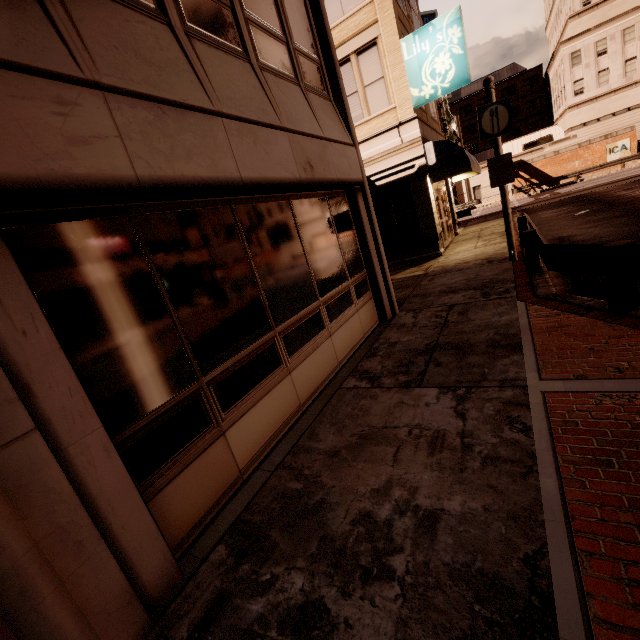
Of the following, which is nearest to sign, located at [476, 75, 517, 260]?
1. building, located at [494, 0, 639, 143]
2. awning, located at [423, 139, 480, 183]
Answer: awning, located at [423, 139, 480, 183]

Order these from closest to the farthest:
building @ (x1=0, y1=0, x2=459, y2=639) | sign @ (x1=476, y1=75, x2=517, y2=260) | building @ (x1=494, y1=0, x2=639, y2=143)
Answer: building @ (x1=0, y1=0, x2=459, y2=639), sign @ (x1=476, y1=75, x2=517, y2=260), building @ (x1=494, y1=0, x2=639, y2=143)

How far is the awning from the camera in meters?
11.9

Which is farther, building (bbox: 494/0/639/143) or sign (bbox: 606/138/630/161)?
building (bbox: 494/0/639/143)

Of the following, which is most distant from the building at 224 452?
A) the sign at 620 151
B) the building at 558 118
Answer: the building at 558 118

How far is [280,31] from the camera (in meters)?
5.13

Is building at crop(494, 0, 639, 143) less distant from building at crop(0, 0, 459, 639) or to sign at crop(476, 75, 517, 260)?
building at crop(0, 0, 459, 639)

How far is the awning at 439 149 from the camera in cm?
1194
